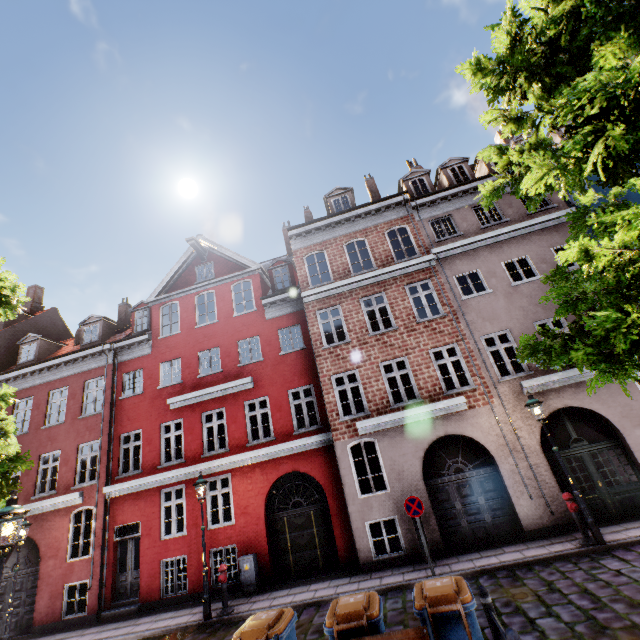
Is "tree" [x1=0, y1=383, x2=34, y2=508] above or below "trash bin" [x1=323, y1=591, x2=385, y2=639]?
above

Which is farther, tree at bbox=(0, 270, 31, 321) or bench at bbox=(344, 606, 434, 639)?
tree at bbox=(0, 270, 31, 321)

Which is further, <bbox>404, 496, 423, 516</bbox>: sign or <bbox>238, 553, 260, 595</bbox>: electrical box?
<bbox>238, 553, 260, 595</bbox>: electrical box

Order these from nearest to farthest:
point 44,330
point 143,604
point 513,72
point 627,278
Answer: point 627,278, point 513,72, point 143,604, point 44,330

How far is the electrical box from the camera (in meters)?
10.76

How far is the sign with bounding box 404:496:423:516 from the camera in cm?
930

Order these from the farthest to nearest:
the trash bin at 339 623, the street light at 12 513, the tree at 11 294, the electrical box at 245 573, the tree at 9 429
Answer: the electrical box at 245 573 → the tree at 11 294 → the tree at 9 429 → the street light at 12 513 → the trash bin at 339 623

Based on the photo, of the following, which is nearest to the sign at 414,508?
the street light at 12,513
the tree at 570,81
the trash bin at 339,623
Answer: the street light at 12,513
